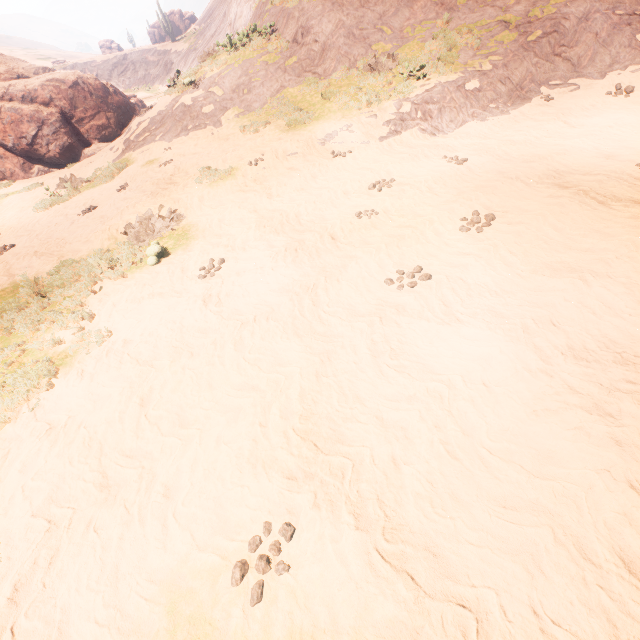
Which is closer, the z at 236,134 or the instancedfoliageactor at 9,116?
the z at 236,134

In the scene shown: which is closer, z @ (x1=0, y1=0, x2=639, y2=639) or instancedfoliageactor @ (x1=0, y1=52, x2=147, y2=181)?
z @ (x1=0, y1=0, x2=639, y2=639)

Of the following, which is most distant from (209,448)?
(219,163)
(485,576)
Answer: (219,163)
